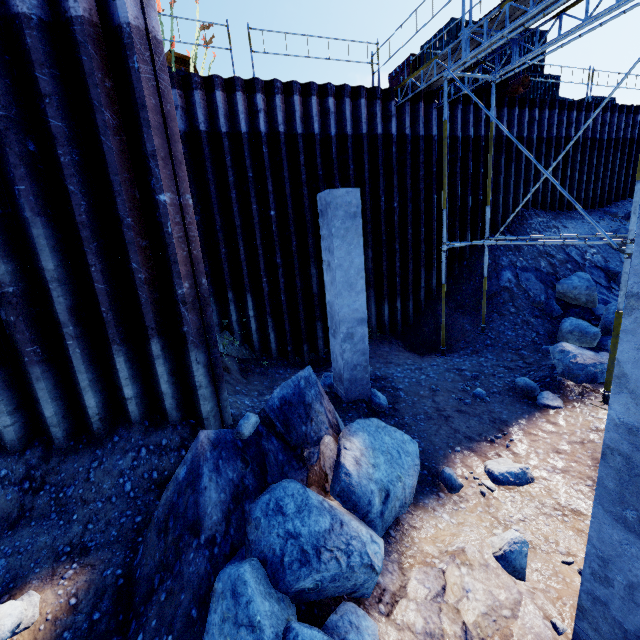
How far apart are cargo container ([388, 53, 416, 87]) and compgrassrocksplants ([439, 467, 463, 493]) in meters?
20.2 m

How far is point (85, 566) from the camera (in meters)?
3.68

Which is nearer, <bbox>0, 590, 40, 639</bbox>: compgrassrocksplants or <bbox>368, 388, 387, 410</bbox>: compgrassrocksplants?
<bbox>0, 590, 40, 639</bbox>: compgrassrocksplants

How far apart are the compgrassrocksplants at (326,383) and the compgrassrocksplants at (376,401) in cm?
29

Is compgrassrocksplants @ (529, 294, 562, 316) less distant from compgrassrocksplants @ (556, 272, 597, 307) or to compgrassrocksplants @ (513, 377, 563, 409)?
compgrassrocksplants @ (556, 272, 597, 307)

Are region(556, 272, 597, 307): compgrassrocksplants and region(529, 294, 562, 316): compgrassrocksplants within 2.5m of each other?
yes

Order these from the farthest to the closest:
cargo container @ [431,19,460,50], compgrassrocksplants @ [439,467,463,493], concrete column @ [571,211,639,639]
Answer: cargo container @ [431,19,460,50] → compgrassrocksplants @ [439,467,463,493] → concrete column @ [571,211,639,639]

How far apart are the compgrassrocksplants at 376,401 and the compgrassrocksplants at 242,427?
3.35m
